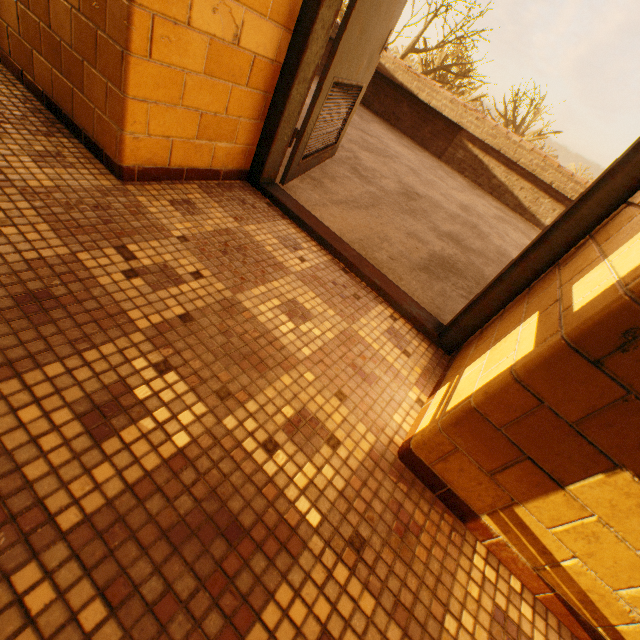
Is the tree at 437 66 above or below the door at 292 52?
above

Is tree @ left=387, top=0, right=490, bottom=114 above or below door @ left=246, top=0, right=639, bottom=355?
above

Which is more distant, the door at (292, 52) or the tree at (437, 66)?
the tree at (437, 66)

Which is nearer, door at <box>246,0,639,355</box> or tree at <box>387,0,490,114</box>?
door at <box>246,0,639,355</box>

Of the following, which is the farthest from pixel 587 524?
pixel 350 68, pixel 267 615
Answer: pixel 350 68
